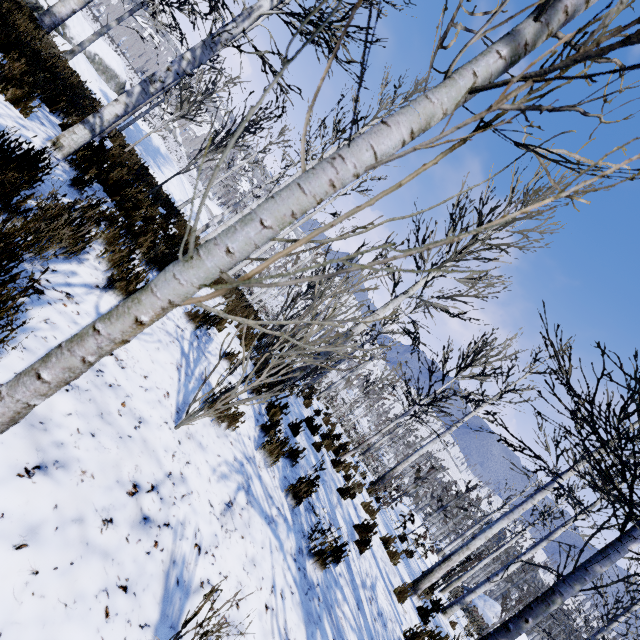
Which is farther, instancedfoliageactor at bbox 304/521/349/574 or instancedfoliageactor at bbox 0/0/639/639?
instancedfoliageactor at bbox 304/521/349/574

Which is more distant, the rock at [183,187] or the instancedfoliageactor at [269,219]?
the rock at [183,187]

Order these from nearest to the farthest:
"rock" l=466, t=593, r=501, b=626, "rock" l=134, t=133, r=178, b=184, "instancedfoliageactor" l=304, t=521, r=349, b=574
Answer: "instancedfoliageactor" l=304, t=521, r=349, b=574, "rock" l=134, t=133, r=178, b=184, "rock" l=466, t=593, r=501, b=626

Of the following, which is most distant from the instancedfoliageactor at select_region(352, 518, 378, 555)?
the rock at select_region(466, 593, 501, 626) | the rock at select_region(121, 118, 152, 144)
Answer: the rock at select_region(466, 593, 501, 626)

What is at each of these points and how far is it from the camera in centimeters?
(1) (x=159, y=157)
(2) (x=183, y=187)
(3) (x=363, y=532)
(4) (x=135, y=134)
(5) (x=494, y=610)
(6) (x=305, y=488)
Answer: (1) rock, 2138cm
(2) rock, 2497cm
(3) instancedfoliageactor, 589cm
(4) rock, 1731cm
(5) rock, 2953cm
(6) instancedfoliageactor, 386cm

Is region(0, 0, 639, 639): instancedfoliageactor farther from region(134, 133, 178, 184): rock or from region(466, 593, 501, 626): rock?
region(466, 593, 501, 626): rock

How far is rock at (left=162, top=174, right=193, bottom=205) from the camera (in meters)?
19.58
